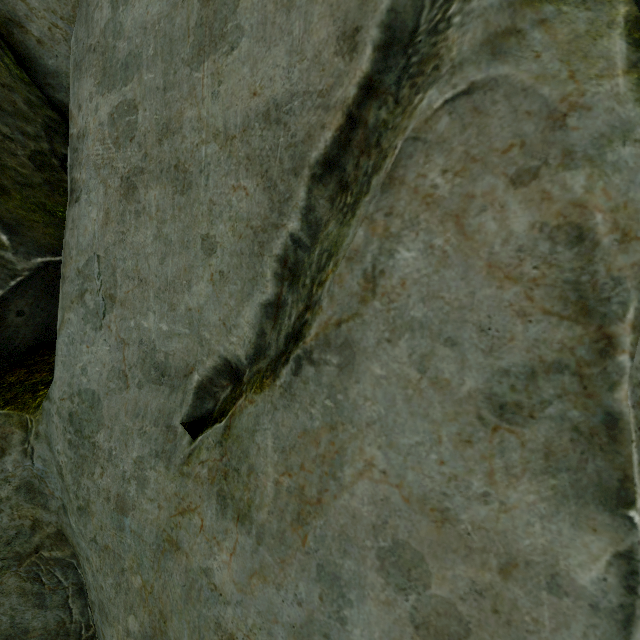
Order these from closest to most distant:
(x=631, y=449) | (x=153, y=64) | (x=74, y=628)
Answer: (x=631, y=449)
(x=153, y=64)
(x=74, y=628)
